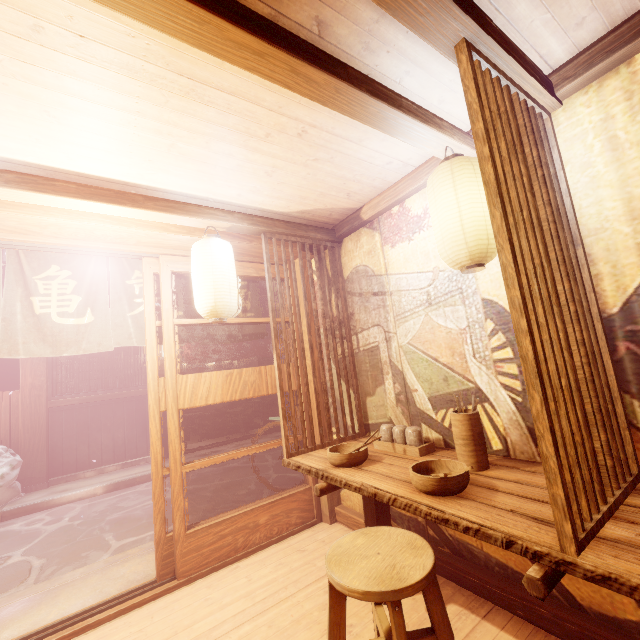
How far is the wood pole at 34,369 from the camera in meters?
10.7

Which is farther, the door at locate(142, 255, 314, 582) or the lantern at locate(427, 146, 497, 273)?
the door at locate(142, 255, 314, 582)

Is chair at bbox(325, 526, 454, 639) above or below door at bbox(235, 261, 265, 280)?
below

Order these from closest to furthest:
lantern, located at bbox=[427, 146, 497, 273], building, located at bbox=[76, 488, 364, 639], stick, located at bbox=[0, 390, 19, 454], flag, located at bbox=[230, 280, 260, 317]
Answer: lantern, located at bbox=[427, 146, 497, 273] < building, located at bbox=[76, 488, 364, 639] < flag, located at bbox=[230, 280, 260, 317] < stick, located at bbox=[0, 390, 19, 454]

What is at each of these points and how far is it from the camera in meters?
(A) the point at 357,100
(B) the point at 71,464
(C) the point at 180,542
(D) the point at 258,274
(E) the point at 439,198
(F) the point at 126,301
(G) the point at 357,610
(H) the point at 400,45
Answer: (A) wood bar, 2.8 m
(B) foundation, 11.6 m
(C) door, 4.8 m
(D) door, 6.4 m
(E) lantern, 3.3 m
(F) flag, 5.8 m
(G) building, 3.8 m
(H) building, 2.6 m

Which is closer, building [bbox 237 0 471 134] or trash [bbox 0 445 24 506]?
building [bbox 237 0 471 134]

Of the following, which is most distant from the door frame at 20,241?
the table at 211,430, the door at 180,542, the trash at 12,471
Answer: the table at 211,430

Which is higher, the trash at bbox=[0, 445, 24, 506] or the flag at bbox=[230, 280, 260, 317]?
the flag at bbox=[230, 280, 260, 317]
